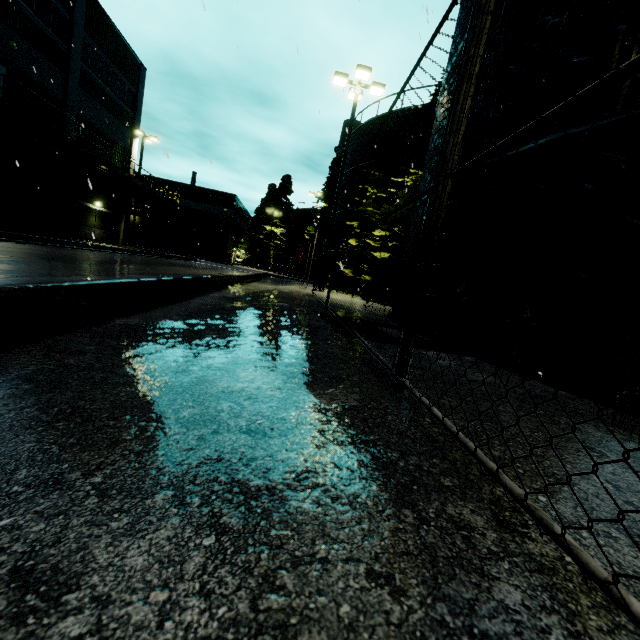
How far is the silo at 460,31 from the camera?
5.5m

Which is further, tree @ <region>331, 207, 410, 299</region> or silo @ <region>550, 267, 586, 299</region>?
tree @ <region>331, 207, 410, 299</region>

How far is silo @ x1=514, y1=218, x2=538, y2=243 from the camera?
4.1 meters

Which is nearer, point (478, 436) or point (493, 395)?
point (478, 436)

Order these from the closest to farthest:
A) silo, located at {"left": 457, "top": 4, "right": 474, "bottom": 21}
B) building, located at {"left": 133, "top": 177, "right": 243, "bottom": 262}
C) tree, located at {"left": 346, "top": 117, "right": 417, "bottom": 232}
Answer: silo, located at {"left": 457, "top": 4, "right": 474, "bottom": 21}, tree, located at {"left": 346, "top": 117, "right": 417, "bottom": 232}, building, located at {"left": 133, "top": 177, "right": 243, "bottom": 262}

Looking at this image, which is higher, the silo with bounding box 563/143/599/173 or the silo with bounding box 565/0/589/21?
the silo with bounding box 565/0/589/21

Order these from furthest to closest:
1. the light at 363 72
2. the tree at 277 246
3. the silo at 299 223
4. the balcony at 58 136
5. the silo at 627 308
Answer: the silo at 299 223, the tree at 277 246, the light at 363 72, the balcony at 58 136, the silo at 627 308
